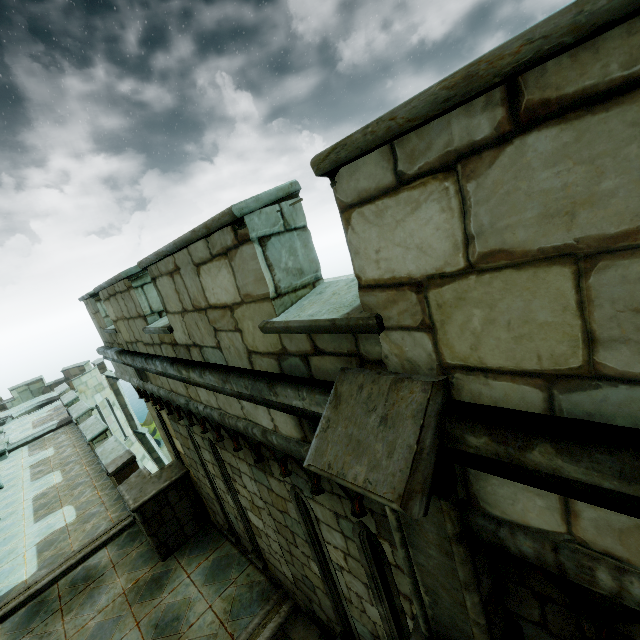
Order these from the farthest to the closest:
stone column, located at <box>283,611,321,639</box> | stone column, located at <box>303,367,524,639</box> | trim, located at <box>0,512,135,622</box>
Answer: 1. trim, located at <box>0,512,135,622</box>
2. stone column, located at <box>283,611,321,639</box>
3. stone column, located at <box>303,367,524,639</box>

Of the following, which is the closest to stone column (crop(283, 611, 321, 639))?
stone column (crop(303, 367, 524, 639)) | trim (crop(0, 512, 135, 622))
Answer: stone column (crop(303, 367, 524, 639))

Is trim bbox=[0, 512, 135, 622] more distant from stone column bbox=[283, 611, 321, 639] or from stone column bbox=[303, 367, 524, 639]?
stone column bbox=[303, 367, 524, 639]

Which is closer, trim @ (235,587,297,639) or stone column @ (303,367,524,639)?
stone column @ (303,367,524,639)

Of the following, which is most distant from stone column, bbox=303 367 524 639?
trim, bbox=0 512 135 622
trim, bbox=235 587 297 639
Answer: trim, bbox=0 512 135 622

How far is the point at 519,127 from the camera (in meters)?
0.98

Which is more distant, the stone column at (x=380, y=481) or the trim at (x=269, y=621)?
the trim at (x=269, y=621)

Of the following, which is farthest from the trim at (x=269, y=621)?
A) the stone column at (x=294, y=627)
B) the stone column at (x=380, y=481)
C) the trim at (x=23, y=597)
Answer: the trim at (x=23, y=597)
